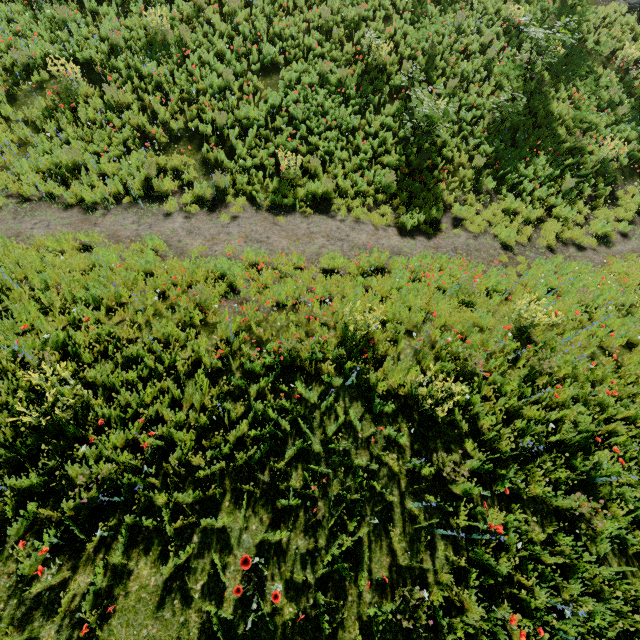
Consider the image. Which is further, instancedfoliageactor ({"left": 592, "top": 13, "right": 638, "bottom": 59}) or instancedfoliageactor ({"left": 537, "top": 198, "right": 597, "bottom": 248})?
instancedfoliageactor ({"left": 592, "top": 13, "right": 638, "bottom": 59})

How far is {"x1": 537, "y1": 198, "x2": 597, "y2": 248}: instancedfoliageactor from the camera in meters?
9.4

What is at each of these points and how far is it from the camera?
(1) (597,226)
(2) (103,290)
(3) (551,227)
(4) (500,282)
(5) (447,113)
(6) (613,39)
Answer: (1) instancedfoliageactor, 9.8 meters
(2) instancedfoliageactor, 5.8 meters
(3) instancedfoliageactor, 9.6 meters
(4) instancedfoliageactor, 7.5 meters
(5) instancedfoliageactor, 9.2 meters
(6) instancedfoliageactor, 13.8 meters

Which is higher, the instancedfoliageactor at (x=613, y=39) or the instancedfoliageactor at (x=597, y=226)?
the instancedfoliageactor at (x=613, y=39)

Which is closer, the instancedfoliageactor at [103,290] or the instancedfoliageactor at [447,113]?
the instancedfoliageactor at [103,290]

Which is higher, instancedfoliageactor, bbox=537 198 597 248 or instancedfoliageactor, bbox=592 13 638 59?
instancedfoliageactor, bbox=592 13 638 59

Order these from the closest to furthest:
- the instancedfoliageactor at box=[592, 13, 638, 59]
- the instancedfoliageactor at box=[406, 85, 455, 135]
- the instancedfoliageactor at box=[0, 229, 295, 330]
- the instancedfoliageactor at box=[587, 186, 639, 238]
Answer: the instancedfoliageactor at box=[0, 229, 295, 330]
the instancedfoliageactor at box=[406, 85, 455, 135]
the instancedfoliageactor at box=[587, 186, 639, 238]
the instancedfoliageactor at box=[592, 13, 638, 59]
